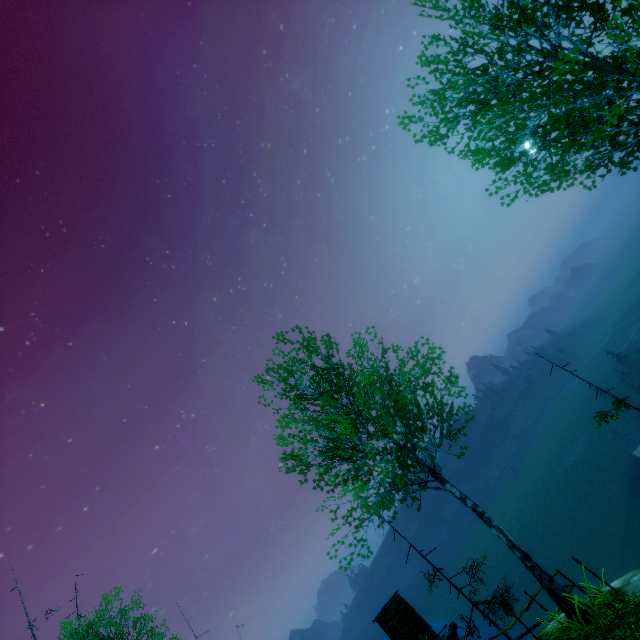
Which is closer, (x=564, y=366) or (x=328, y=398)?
(x=328, y=398)
